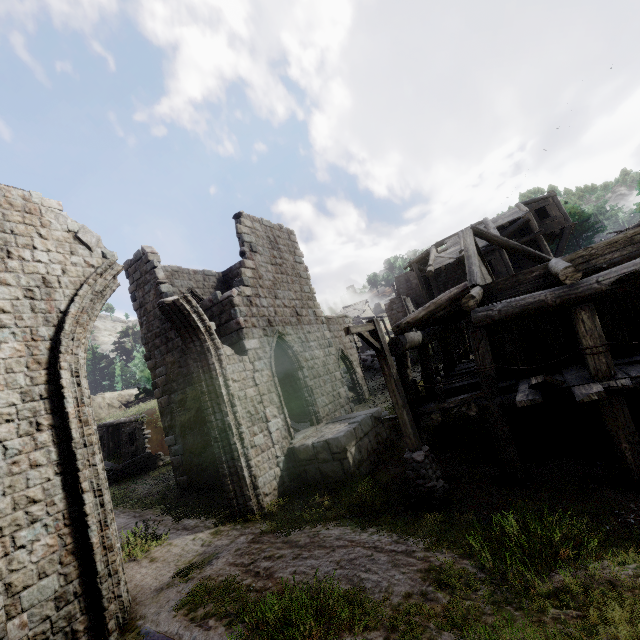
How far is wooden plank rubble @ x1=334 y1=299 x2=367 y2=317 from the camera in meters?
52.5

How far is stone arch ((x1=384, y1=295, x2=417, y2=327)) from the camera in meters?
41.5

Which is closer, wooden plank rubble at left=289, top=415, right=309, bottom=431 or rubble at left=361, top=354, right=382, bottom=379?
wooden plank rubble at left=289, top=415, right=309, bottom=431

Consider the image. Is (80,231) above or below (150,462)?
above

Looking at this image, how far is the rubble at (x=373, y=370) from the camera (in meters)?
24.61

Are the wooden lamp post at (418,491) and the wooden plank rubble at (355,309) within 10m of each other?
no

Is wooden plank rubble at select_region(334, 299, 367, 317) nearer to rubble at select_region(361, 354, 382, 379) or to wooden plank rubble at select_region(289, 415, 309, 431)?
rubble at select_region(361, 354, 382, 379)

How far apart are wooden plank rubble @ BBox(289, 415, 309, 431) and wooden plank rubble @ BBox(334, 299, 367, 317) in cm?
3803
